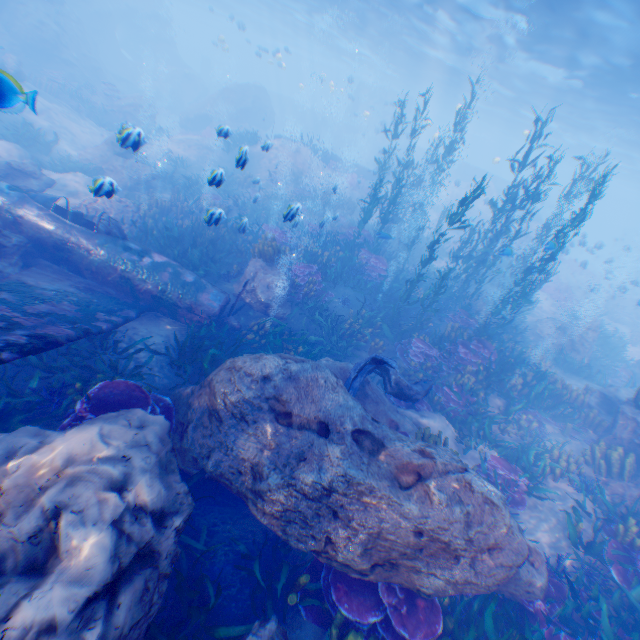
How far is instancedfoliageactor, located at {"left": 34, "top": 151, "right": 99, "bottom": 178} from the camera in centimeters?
1342cm

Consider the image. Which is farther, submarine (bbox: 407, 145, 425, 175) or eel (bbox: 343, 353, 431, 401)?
submarine (bbox: 407, 145, 425, 175)

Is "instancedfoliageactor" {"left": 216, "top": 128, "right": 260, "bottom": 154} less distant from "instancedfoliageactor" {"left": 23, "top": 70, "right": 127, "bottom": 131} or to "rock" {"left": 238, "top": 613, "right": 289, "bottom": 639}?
"rock" {"left": 238, "top": 613, "right": 289, "bottom": 639}

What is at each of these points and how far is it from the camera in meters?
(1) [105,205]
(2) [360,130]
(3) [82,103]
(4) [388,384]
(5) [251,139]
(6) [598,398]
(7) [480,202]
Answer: (1) rock, 10.4 m
(2) submarine, 42.7 m
(3) instancedfoliageactor, 19.5 m
(4) eel, 7.6 m
(5) instancedfoliageactor, 22.3 m
(6) rock, 11.4 m
(7) rock, 33.9 m

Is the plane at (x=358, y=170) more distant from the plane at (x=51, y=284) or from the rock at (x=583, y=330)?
the plane at (x=51, y=284)

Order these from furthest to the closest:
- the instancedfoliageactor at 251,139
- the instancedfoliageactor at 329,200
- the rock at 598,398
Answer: the instancedfoliageactor at 251,139 < the rock at 598,398 < the instancedfoliageactor at 329,200

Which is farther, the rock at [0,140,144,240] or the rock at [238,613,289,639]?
the rock at [0,140,144,240]

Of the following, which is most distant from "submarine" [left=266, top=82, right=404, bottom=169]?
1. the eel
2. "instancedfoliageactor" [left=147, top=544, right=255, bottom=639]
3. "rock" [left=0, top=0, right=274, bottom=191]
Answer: "instancedfoliageactor" [left=147, top=544, right=255, bottom=639]
